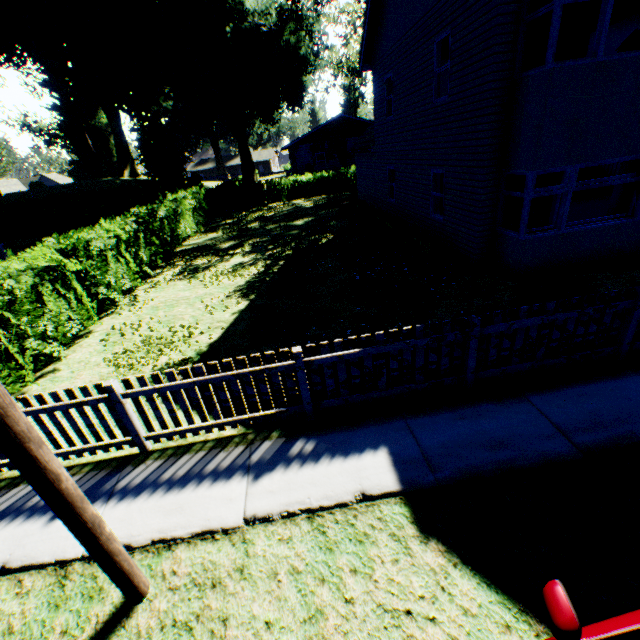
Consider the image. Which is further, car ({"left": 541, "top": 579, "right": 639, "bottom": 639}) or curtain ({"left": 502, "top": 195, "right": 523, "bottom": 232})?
curtain ({"left": 502, "top": 195, "right": 523, "bottom": 232})

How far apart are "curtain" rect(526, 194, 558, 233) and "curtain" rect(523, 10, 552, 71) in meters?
2.2 m

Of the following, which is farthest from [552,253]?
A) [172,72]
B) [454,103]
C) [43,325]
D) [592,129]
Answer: [172,72]

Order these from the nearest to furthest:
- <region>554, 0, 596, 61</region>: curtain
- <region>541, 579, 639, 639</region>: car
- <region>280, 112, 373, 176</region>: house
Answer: <region>541, 579, 639, 639</region>: car → <region>554, 0, 596, 61</region>: curtain → <region>280, 112, 373, 176</region>: house

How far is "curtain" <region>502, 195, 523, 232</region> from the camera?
8.3m

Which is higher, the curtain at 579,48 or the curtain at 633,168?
the curtain at 579,48

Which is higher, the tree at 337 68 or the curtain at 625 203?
the tree at 337 68
